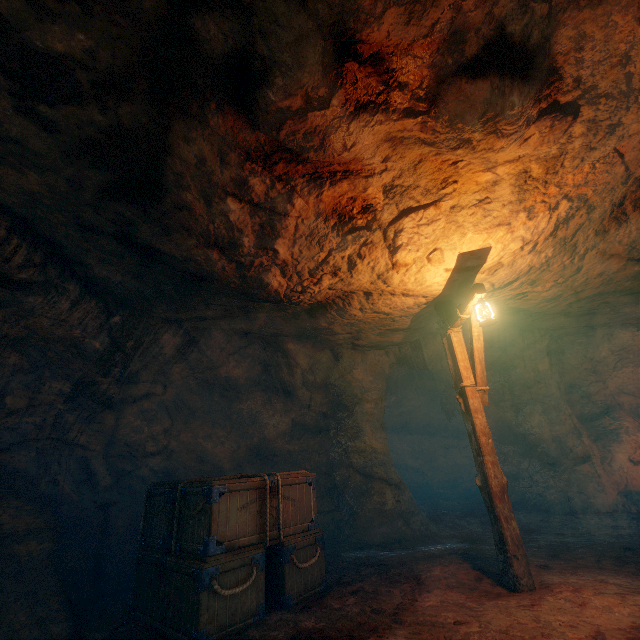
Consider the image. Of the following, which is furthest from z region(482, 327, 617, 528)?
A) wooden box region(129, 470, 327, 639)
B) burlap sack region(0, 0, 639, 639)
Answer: wooden box region(129, 470, 327, 639)

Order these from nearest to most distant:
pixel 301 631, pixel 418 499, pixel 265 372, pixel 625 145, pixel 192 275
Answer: pixel 301 631 → pixel 625 145 → pixel 192 275 → pixel 265 372 → pixel 418 499

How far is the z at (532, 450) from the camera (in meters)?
9.10

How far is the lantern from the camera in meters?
4.6 m

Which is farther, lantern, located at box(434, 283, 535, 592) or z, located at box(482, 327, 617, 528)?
z, located at box(482, 327, 617, 528)

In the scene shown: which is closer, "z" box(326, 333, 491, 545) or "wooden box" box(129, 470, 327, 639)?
"wooden box" box(129, 470, 327, 639)

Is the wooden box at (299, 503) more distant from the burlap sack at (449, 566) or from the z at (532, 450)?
the z at (532, 450)
